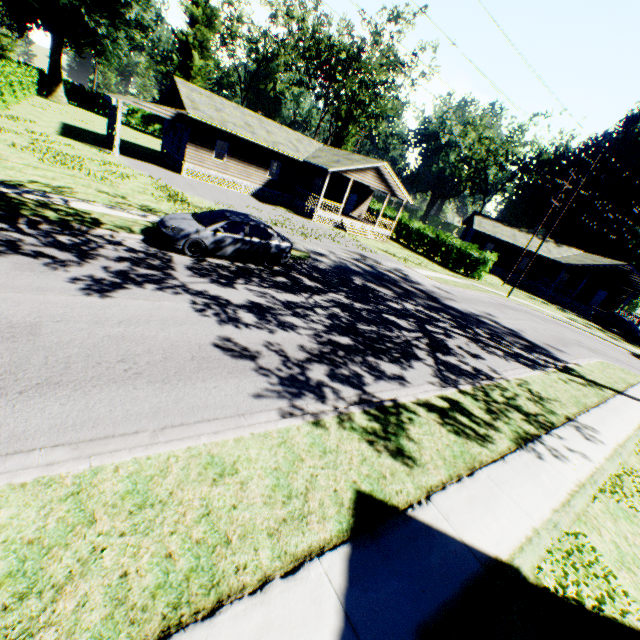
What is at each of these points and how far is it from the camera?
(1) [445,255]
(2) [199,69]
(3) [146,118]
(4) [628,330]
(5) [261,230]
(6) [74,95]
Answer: (1) hedge, 33.3 meters
(2) plant, 47.5 meters
(3) hedge, 56.8 meters
(4) car, 31.9 meters
(5) car, 12.2 meters
(6) hedge, 50.6 meters

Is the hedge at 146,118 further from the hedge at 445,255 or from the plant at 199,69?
the hedge at 445,255

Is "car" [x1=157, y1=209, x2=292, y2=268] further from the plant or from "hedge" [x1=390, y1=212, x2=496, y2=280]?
the plant

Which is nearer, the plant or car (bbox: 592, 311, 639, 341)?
car (bbox: 592, 311, 639, 341)

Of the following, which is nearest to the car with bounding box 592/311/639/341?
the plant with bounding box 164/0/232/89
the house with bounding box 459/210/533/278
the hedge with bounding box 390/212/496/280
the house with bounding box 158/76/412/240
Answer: the house with bounding box 459/210/533/278

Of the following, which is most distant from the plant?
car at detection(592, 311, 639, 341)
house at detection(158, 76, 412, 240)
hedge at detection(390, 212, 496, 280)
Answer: car at detection(592, 311, 639, 341)

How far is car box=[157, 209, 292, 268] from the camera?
10.7 meters

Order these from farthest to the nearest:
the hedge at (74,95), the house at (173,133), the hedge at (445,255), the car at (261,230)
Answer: the hedge at (74,95) < the hedge at (445,255) < the house at (173,133) < the car at (261,230)
